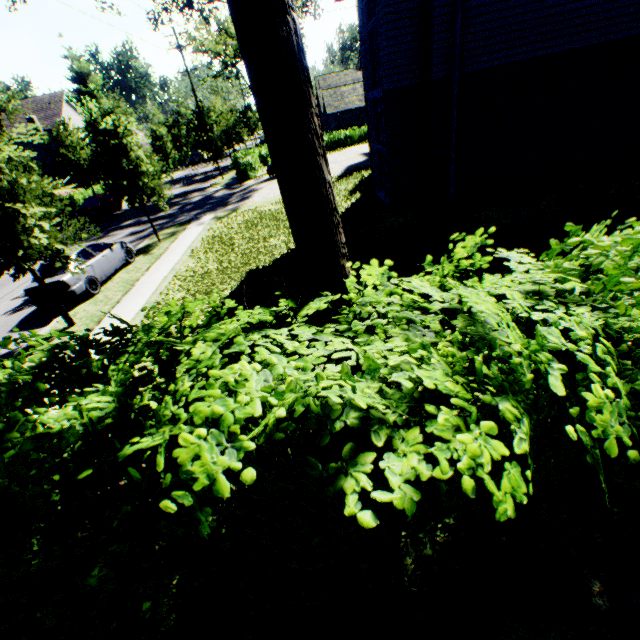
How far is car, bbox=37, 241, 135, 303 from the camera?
11.3m

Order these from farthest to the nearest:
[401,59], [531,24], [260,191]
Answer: [260,191] < [401,59] < [531,24]

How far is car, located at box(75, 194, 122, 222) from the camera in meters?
25.3

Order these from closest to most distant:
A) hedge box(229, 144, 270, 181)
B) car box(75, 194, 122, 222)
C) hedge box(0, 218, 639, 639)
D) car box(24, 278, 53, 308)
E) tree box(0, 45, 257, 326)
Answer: hedge box(0, 218, 639, 639)
tree box(0, 45, 257, 326)
car box(24, 278, 53, 308)
car box(75, 194, 122, 222)
hedge box(229, 144, 270, 181)

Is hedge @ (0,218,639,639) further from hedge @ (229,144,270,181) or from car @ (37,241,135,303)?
hedge @ (229,144,270,181)

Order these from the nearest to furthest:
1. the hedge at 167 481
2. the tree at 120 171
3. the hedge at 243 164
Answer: the hedge at 167 481
the tree at 120 171
the hedge at 243 164

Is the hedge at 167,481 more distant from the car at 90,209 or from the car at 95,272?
the car at 90,209
